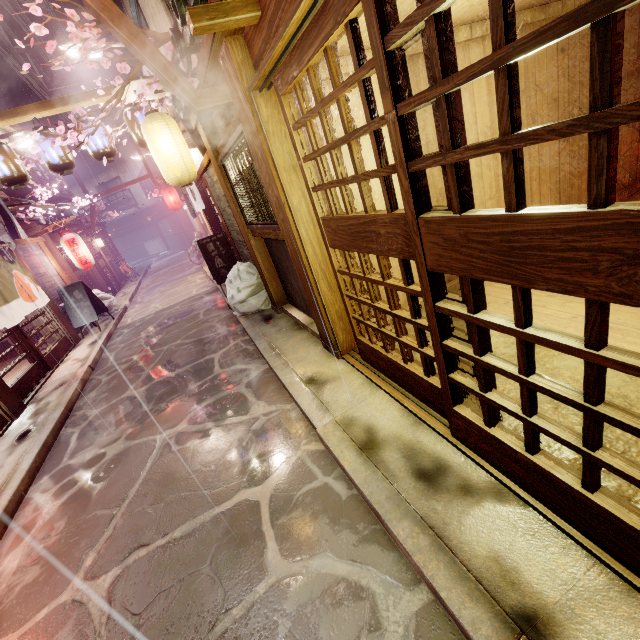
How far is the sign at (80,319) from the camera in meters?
16.7 m

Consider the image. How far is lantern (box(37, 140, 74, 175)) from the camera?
10.3m

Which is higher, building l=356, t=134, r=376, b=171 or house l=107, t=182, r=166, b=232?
house l=107, t=182, r=166, b=232

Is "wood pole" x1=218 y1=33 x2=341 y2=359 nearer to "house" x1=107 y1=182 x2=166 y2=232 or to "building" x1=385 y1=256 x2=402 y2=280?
"building" x1=385 y1=256 x2=402 y2=280

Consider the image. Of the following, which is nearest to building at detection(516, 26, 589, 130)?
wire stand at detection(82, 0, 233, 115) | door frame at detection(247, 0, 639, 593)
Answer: door frame at detection(247, 0, 639, 593)

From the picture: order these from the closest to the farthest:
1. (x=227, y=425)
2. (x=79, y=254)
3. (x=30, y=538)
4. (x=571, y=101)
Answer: (x=30, y=538), (x=227, y=425), (x=571, y=101), (x=79, y=254)

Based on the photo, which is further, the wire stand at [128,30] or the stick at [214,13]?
the wire stand at [128,30]

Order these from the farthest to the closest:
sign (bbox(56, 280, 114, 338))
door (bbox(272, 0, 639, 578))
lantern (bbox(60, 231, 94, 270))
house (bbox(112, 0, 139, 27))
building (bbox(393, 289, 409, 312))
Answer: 1. lantern (bbox(60, 231, 94, 270))
2. sign (bbox(56, 280, 114, 338))
3. house (bbox(112, 0, 139, 27))
4. building (bbox(393, 289, 409, 312))
5. door (bbox(272, 0, 639, 578))
